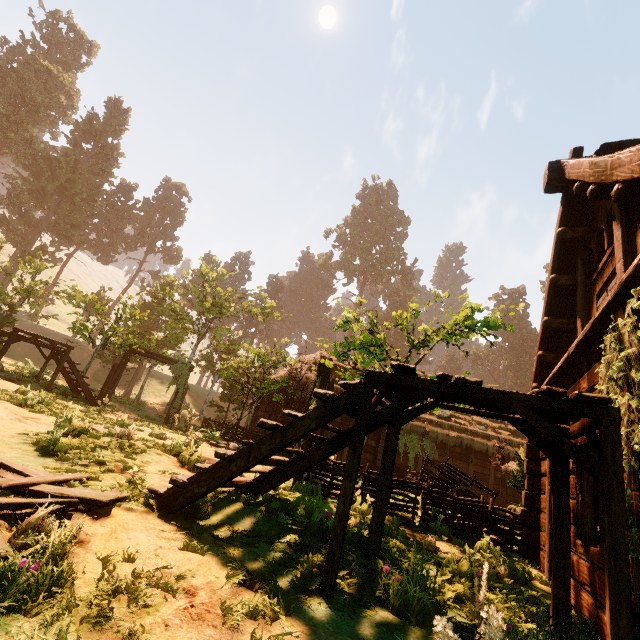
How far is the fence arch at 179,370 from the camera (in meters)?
18.75

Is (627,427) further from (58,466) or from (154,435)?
(154,435)

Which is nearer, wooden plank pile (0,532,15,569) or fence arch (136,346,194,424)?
wooden plank pile (0,532,15,569)

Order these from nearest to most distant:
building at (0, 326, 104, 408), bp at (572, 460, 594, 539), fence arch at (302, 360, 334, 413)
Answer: bp at (572, 460, 594, 539) < fence arch at (302, 360, 334, 413) < building at (0, 326, 104, 408)

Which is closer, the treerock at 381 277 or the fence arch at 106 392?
the fence arch at 106 392

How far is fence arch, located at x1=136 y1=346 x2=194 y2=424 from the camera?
18.75m

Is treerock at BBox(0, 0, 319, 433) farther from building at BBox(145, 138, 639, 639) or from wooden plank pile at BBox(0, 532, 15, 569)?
wooden plank pile at BBox(0, 532, 15, 569)

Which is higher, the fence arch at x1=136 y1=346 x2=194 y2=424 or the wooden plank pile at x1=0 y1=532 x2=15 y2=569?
the fence arch at x1=136 y1=346 x2=194 y2=424
